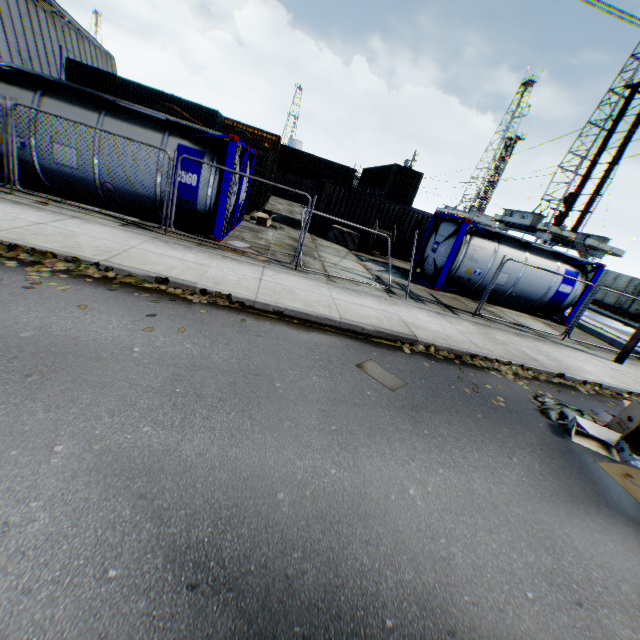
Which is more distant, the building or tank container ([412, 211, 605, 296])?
the building

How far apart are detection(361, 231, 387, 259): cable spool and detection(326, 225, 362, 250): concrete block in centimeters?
21cm

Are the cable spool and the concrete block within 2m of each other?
yes

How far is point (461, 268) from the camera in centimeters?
1320cm

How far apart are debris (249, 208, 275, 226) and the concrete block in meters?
3.2

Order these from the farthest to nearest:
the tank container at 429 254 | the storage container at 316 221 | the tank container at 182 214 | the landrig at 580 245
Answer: the landrig at 580 245
the storage container at 316 221
the tank container at 429 254
the tank container at 182 214

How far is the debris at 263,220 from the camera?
15.25m

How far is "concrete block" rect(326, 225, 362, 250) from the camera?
17.19m
